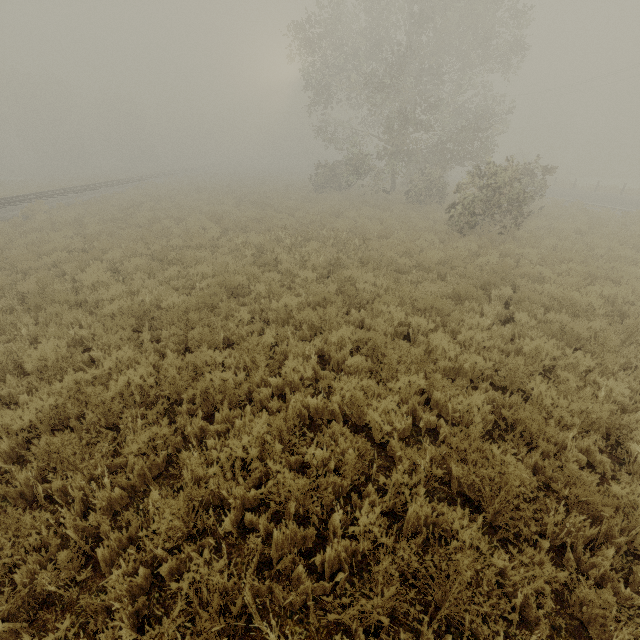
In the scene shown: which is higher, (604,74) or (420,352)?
(604,74)
